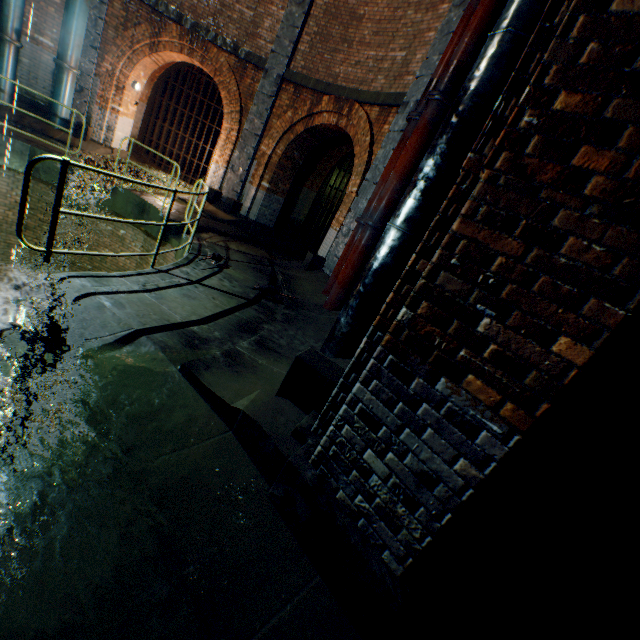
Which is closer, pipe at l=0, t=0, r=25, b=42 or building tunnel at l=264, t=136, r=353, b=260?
pipe at l=0, t=0, r=25, b=42

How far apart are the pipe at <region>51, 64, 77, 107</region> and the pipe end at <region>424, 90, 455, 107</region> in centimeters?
1065cm

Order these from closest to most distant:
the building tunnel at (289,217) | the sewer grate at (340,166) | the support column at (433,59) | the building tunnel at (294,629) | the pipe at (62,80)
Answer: the building tunnel at (294,629), the support column at (433,59), the pipe at (62,80), the building tunnel at (289,217), the sewer grate at (340,166)

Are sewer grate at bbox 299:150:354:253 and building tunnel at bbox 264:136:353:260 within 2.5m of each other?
yes

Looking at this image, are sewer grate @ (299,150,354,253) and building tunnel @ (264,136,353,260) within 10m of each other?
yes

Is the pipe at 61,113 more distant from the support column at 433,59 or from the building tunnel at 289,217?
the support column at 433,59

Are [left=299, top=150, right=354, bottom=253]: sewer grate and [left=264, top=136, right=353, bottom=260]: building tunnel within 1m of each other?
yes

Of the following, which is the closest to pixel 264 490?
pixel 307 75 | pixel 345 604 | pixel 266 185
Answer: pixel 345 604
